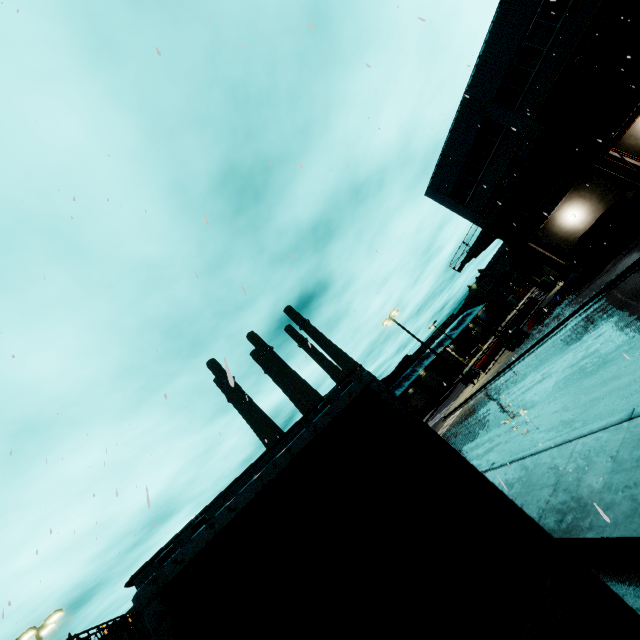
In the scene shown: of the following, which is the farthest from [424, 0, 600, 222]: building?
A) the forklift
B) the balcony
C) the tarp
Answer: the forklift

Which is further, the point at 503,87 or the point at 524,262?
the point at 524,262

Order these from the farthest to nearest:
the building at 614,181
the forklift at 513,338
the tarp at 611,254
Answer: the forklift at 513,338 < the building at 614,181 < the tarp at 611,254

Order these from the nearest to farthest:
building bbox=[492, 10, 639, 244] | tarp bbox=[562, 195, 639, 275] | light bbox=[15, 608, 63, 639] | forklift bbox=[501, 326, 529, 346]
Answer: tarp bbox=[562, 195, 639, 275]
light bbox=[15, 608, 63, 639]
building bbox=[492, 10, 639, 244]
forklift bbox=[501, 326, 529, 346]

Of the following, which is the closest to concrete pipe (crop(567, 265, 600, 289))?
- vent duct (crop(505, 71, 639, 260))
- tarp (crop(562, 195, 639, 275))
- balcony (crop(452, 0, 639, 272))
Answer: tarp (crop(562, 195, 639, 275))

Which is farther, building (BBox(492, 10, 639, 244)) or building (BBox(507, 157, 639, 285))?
building (BBox(507, 157, 639, 285))

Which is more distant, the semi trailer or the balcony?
the balcony

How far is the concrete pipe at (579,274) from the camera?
19.9m
